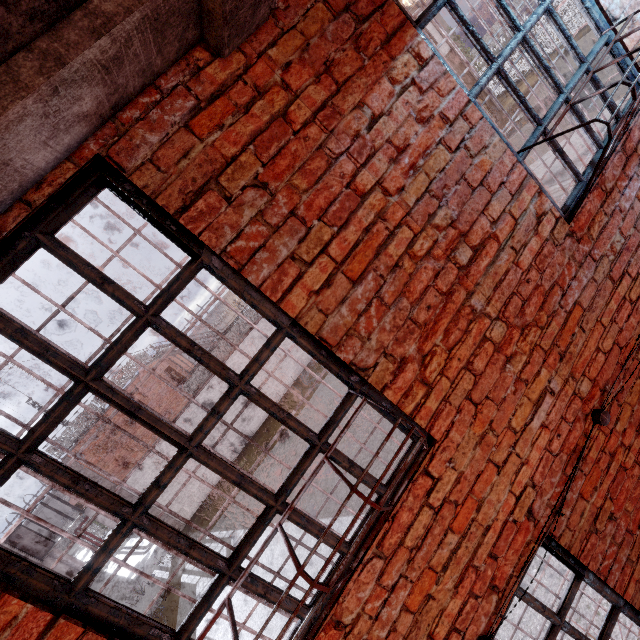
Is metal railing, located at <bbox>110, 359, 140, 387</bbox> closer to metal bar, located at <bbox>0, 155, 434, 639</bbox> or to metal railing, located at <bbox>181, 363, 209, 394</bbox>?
metal railing, located at <bbox>181, 363, 209, 394</bbox>

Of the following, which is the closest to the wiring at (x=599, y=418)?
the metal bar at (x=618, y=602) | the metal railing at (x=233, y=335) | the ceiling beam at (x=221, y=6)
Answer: the metal bar at (x=618, y=602)

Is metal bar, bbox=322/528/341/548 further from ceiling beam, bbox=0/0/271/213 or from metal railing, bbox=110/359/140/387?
metal railing, bbox=110/359/140/387

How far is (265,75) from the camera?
1.4m

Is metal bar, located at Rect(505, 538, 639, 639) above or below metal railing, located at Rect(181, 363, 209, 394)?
below

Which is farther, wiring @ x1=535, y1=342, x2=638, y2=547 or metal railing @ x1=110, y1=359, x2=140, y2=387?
metal railing @ x1=110, y1=359, x2=140, y2=387

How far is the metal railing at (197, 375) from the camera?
18.02m

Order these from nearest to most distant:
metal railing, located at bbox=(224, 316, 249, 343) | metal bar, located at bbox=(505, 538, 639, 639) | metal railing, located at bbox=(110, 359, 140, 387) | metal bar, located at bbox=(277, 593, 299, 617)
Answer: metal bar, located at bbox=(277, 593, 299, 617)
metal bar, located at bbox=(505, 538, 639, 639)
metal railing, located at bbox=(110, 359, 140, 387)
metal railing, located at bbox=(224, 316, 249, 343)
